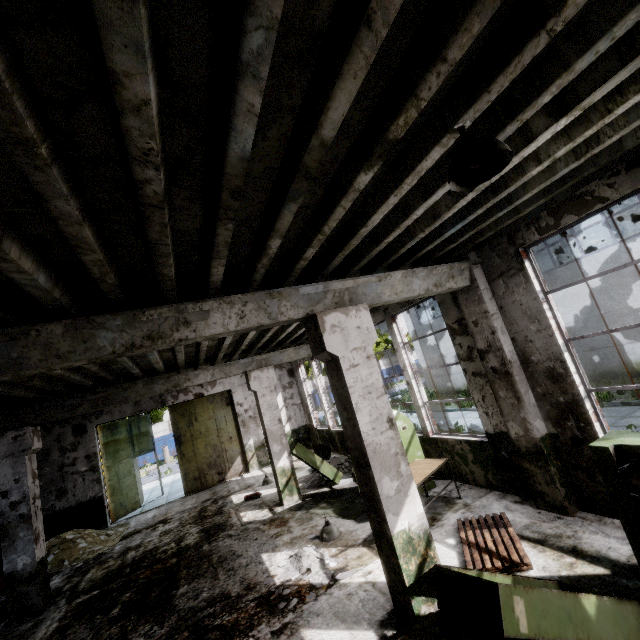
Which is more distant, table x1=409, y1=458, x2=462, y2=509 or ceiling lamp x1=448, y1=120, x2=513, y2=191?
table x1=409, y1=458, x2=462, y2=509

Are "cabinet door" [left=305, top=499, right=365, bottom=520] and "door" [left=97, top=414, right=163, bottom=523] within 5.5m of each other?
no

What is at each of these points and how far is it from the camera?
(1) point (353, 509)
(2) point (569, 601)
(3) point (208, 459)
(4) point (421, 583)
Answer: (1) cabinet door, 7.47m
(2) cabinet, 2.73m
(3) door, 14.41m
(4) cabinet door, 3.36m

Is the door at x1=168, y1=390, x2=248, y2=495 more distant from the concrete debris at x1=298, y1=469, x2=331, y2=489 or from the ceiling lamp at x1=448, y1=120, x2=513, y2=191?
the ceiling lamp at x1=448, y1=120, x2=513, y2=191

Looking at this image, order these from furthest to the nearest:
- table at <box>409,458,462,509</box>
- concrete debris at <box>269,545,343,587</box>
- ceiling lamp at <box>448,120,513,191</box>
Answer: table at <box>409,458,462,509</box>
concrete debris at <box>269,545,343,587</box>
ceiling lamp at <box>448,120,513,191</box>

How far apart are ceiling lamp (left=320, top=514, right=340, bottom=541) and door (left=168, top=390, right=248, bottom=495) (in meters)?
9.17

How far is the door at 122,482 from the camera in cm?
1308

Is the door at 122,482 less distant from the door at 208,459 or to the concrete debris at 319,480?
the door at 208,459
